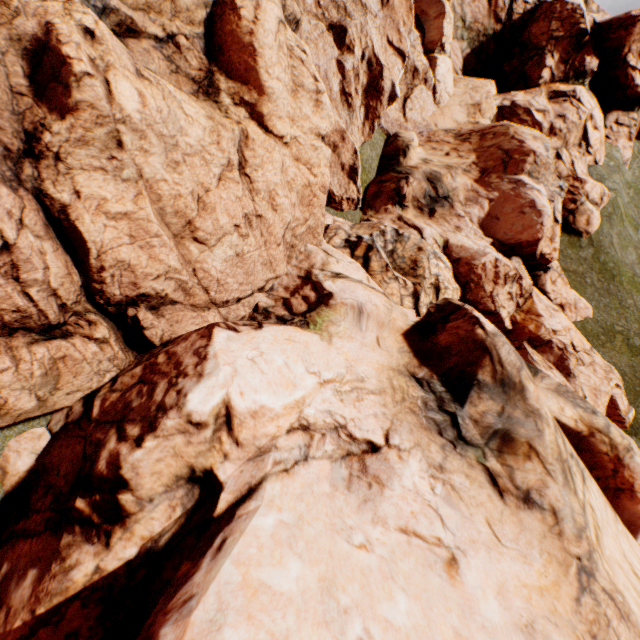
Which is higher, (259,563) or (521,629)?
(259,563)
